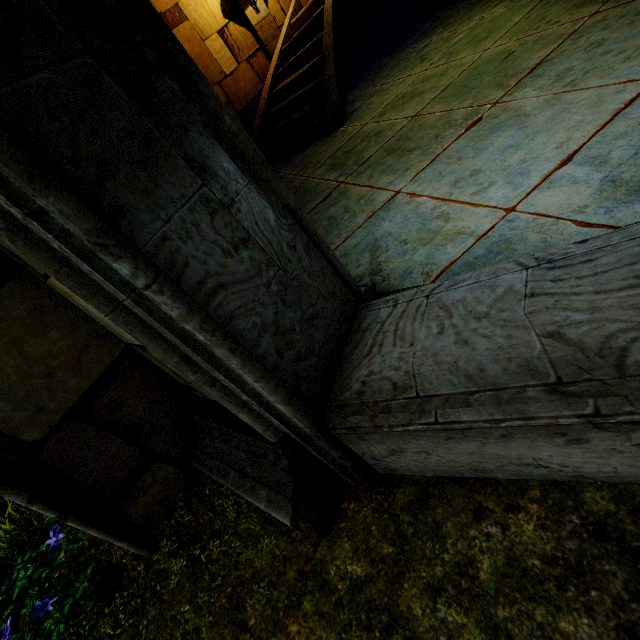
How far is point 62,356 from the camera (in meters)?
1.51
